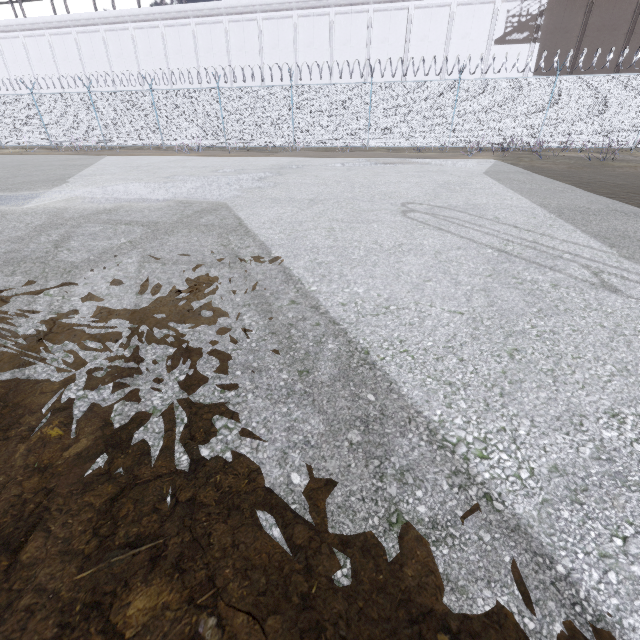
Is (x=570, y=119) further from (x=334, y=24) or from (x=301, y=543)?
(x=301, y=543)
